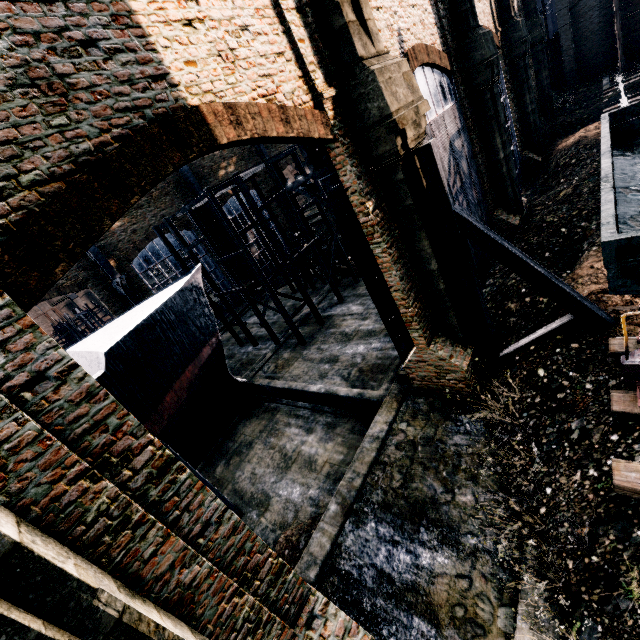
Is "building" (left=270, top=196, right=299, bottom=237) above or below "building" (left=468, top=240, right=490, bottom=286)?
above

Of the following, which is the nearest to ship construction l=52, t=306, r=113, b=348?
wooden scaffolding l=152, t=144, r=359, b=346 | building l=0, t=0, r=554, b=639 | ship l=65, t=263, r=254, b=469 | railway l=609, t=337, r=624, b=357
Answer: building l=0, t=0, r=554, b=639

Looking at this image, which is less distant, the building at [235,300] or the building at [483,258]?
the building at [483,258]

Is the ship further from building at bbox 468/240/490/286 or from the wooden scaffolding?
building at bbox 468/240/490/286

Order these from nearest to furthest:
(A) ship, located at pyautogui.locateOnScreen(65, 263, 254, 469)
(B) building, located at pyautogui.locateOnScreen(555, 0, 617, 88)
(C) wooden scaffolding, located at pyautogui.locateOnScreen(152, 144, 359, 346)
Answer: (A) ship, located at pyautogui.locateOnScreen(65, 263, 254, 469), (C) wooden scaffolding, located at pyautogui.locateOnScreen(152, 144, 359, 346), (B) building, located at pyautogui.locateOnScreen(555, 0, 617, 88)

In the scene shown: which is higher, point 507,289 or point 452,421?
point 507,289

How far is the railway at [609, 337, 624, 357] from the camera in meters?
8.6

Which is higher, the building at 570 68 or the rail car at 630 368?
the building at 570 68
